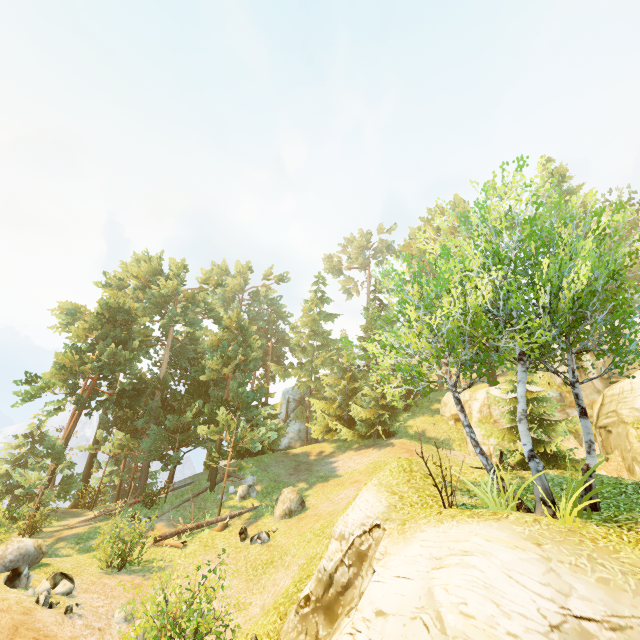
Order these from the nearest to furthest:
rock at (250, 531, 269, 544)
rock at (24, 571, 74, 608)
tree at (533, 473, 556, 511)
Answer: tree at (533, 473, 556, 511) < rock at (24, 571, 74, 608) < rock at (250, 531, 269, 544)

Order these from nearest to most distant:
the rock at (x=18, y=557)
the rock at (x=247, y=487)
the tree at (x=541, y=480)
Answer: the tree at (x=541, y=480), the rock at (x=18, y=557), the rock at (x=247, y=487)

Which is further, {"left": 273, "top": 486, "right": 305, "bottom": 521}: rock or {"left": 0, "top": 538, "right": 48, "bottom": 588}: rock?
{"left": 273, "top": 486, "right": 305, "bottom": 521}: rock

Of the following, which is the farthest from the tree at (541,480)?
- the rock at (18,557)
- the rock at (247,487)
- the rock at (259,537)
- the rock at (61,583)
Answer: the rock at (61,583)

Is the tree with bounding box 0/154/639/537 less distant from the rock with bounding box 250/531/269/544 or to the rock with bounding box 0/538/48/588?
the rock with bounding box 250/531/269/544

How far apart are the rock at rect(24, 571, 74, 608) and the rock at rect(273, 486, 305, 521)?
8.91m

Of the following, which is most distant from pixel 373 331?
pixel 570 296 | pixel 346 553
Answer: pixel 346 553

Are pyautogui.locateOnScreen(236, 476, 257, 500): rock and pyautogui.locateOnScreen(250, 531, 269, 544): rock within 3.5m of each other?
no
